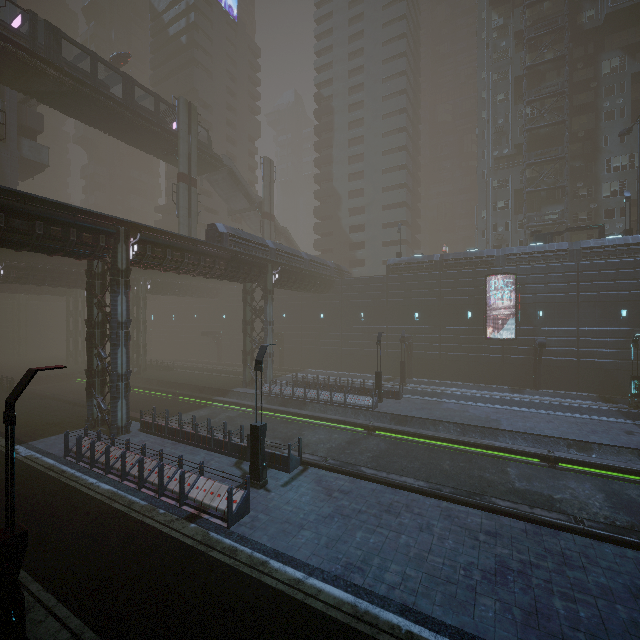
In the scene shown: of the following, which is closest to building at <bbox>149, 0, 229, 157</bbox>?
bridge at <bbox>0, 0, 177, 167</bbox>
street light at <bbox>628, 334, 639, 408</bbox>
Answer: bridge at <bbox>0, 0, 177, 167</bbox>

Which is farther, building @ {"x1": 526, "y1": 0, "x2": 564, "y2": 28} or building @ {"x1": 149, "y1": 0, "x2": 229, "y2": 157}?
building @ {"x1": 149, "y1": 0, "x2": 229, "y2": 157}

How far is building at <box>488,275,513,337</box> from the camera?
31.94m

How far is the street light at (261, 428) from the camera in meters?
12.6

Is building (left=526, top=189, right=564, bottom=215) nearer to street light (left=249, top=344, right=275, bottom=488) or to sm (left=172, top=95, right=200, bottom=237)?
street light (left=249, top=344, right=275, bottom=488)

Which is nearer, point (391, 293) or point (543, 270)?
point (543, 270)

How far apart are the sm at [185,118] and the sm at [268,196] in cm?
1043

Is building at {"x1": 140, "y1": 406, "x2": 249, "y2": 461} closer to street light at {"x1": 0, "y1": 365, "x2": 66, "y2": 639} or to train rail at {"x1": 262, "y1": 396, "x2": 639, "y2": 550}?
train rail at {"x1": 262, "y1": 396, "x2": 639, "y2": 550}
